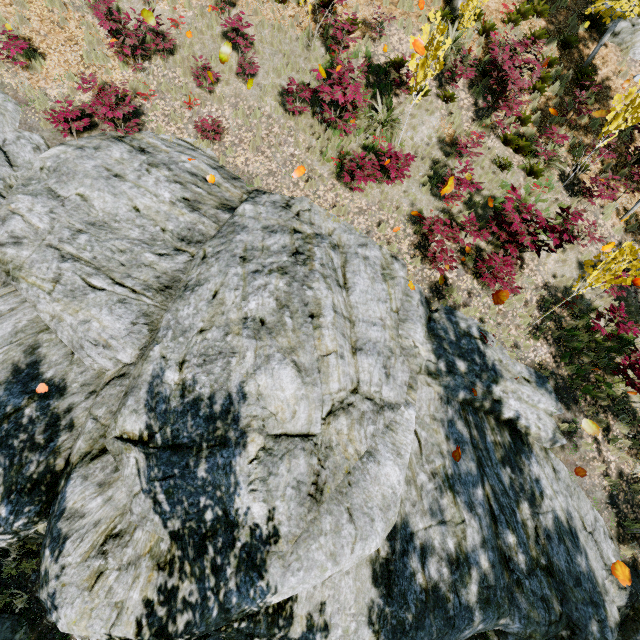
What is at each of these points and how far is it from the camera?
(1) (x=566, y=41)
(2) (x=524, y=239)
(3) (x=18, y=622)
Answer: (1) instancedfoliageactor, 11.6m
(2) instancedfoliageactor, 8.7m
(3) rock, 6.3m

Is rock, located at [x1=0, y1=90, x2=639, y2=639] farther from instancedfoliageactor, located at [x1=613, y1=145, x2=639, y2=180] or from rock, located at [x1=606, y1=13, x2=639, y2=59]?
rock, located at [x1=606, y1=13, x2=639, y2=59]

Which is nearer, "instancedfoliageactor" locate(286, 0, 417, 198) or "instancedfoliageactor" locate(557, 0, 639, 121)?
"instancedfoliageactor" locate(286, 0, 417, 198)

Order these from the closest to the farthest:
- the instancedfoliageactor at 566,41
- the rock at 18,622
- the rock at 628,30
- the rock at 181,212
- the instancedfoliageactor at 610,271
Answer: the rock at 181,212 → the rock at 18,622 → the instancedfoliageactor at 610,271 → the instancedfoliageactor at 566,41 → the rock at 628,30

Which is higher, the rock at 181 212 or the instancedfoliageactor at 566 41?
the instancedfoliageactor at 566 41

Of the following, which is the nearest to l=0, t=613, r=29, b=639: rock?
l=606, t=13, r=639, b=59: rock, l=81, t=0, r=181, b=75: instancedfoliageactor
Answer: l=81, t=0, r=181, b=75: instancedfoliageactor
